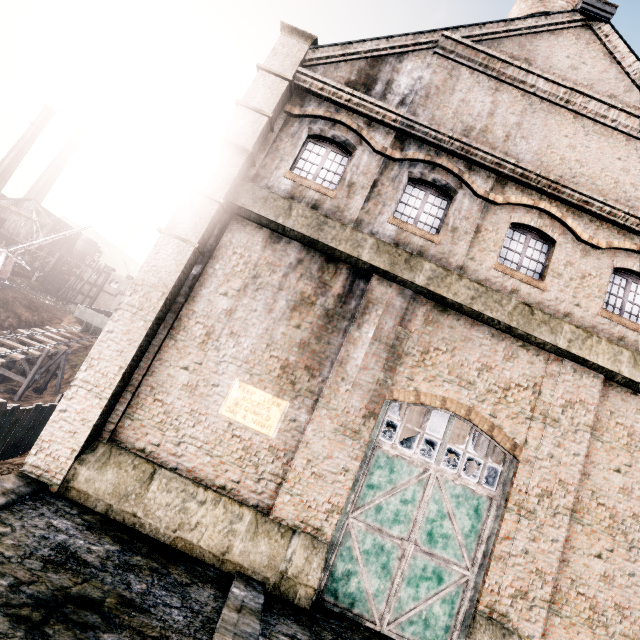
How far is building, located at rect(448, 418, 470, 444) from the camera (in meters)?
26.33

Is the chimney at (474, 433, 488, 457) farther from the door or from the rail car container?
the rail car container

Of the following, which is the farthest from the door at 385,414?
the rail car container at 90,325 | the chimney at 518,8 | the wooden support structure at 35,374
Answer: the rail car container at 90,325

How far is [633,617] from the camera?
8.9 meters

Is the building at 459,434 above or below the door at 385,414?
above

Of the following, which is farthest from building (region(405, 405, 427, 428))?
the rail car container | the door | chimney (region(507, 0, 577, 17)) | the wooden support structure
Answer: the wooden support structure

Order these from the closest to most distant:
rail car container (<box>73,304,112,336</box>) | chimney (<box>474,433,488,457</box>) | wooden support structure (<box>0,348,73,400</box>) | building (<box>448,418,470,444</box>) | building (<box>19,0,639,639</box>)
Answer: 1. building (<box>19,0,639,639</box>)
2. chimney (<box>474,433,488,457</box>)
3. building (<box>448,418,470,444</box>)
4. wooden support structure (<box>0,348,73,400</box>)
5. rail car container (<box>73,304,112,336</box>)

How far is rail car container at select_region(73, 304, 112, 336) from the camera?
41.38m
